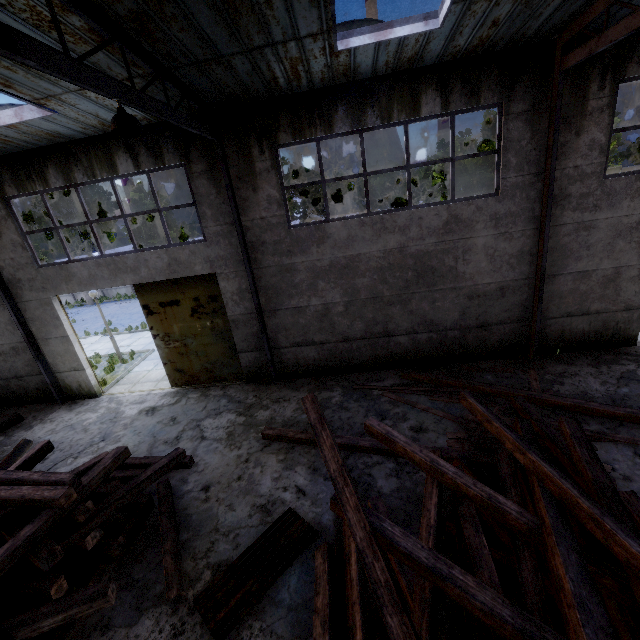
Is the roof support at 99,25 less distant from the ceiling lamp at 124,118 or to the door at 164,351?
the ceiling lamp at 124,118

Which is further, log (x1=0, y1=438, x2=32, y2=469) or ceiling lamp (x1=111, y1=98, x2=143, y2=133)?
log (x1=0, y1=438, x2=32, y2=469)

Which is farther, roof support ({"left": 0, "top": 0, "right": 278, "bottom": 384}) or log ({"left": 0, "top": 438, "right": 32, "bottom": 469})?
log ({"left": 0, "top": 438, "right": 32, "bottom": 469})

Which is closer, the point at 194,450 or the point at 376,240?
the point at 194,450

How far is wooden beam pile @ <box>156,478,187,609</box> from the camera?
4.9 meters

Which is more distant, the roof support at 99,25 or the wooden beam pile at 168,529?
the wooden beam pile at 168,529

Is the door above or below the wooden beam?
above

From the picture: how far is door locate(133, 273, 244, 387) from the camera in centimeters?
1005cm
